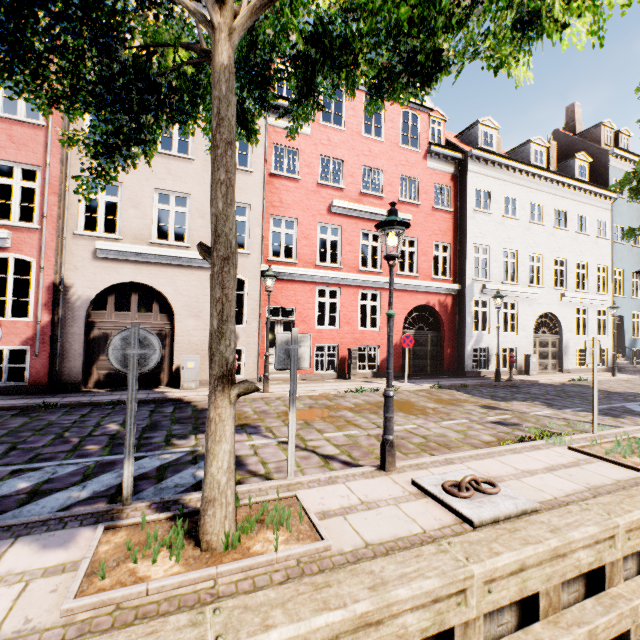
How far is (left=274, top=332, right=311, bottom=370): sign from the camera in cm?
418

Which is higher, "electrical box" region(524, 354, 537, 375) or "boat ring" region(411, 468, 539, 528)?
"electrical box" region(524, 354, 537, 375)

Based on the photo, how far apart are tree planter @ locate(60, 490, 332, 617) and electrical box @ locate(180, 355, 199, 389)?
7.3m

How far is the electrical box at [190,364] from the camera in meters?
10.1 m

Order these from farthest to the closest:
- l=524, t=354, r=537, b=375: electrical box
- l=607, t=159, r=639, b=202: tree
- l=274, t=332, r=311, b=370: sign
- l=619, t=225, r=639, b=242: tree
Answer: l=524, t=354, r=537, b=375: electrical box, l=619, t=225, r=639, b=242: tree, l=607, t=159, r=639, b=202: tree, l=274, t=332, r=311, b=370: sign

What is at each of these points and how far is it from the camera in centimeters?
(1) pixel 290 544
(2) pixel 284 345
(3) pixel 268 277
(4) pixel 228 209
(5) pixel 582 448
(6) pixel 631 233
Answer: (1) tree planter, 292cm
(2) sign, 420cm
(3) street light, 990cm
(4) tree, 298cm
(5) tree planter, 568cm
(6) tree, 1170cm

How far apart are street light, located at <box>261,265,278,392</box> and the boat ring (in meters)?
6.38

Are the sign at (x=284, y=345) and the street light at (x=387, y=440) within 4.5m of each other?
yes
